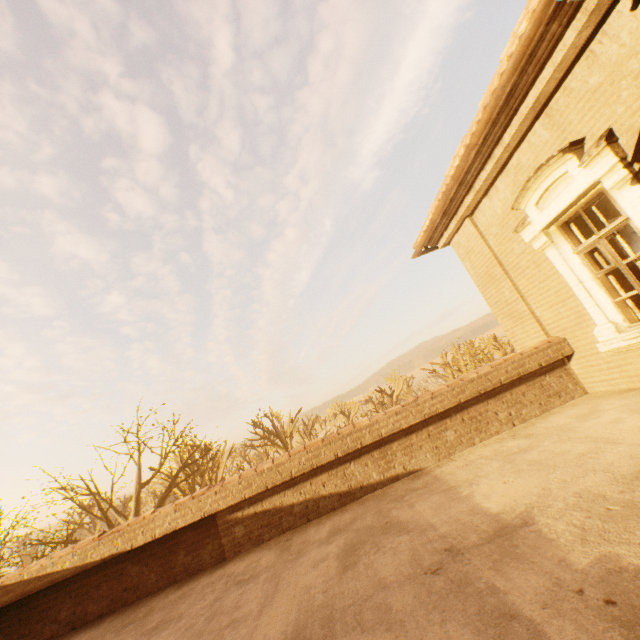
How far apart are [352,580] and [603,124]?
6.0m

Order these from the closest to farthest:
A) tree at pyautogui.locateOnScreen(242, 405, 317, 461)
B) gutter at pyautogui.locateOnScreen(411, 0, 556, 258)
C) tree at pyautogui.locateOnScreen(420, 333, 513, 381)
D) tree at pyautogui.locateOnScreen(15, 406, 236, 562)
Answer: gutter at pyautogui.locateOnScreen(411, 0, 556, 258) → tree at pyautogui.locateOnScreen(15, 406, 236, 562) → tree at pyautogui.locateOnScreen(242, 405, 317, 461) → tree at pyautogui.locateOnScreen(420, 333, 513, 381)

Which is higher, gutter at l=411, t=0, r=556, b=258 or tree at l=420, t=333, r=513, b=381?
gutter at l=411, t=0, r=556, b=258

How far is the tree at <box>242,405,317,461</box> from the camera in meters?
31.5 m

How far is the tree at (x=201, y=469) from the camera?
12.4 meters

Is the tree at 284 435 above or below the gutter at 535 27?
below
